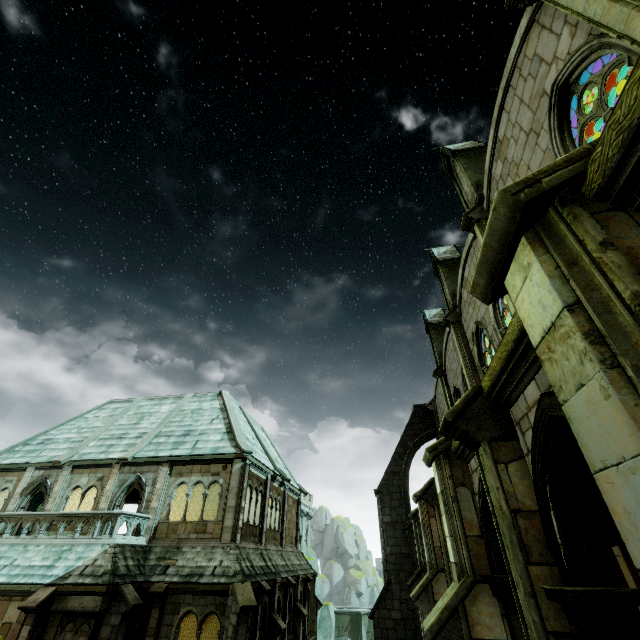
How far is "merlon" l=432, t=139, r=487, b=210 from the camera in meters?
11.5 m

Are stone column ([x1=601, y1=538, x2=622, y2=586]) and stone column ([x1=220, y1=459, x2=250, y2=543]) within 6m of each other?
no

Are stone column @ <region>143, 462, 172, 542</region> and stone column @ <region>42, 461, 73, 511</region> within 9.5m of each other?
yes

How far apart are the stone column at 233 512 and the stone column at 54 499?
10.0 meters

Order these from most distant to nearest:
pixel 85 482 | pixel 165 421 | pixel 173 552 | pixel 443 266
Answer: pixel 165 421 → pixel 85 482 → pixel 443 266 → pixel 173 552

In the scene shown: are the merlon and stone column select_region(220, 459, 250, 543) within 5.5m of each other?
no

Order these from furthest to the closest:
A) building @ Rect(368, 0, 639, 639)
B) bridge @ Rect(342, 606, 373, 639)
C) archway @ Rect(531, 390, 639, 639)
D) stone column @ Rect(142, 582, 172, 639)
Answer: bridge @ Rect(342, 606, 373, 639)
stone column @ Rect(142, 582, 172, 639)
archway @ Rect(531, 390, 639, 639)
building @ Rect(368, 0, 639, 639)

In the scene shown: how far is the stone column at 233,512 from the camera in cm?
1566
